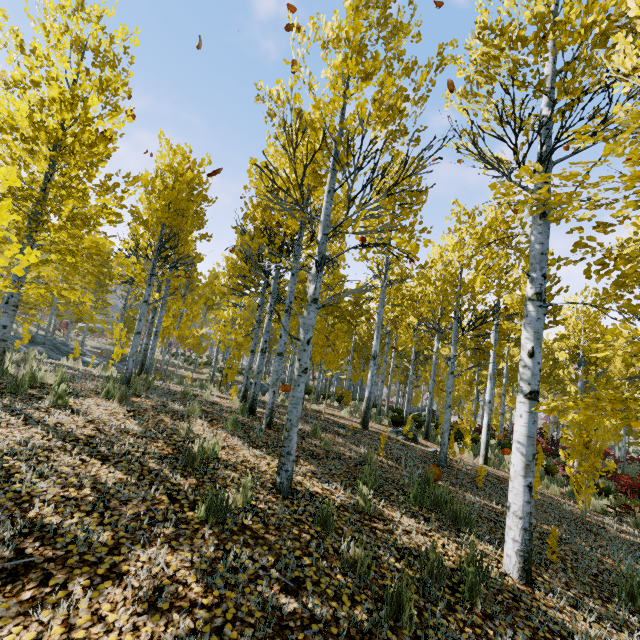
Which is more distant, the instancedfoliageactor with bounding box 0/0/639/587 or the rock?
the rock

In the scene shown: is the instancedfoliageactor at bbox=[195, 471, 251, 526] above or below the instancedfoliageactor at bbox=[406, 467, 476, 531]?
above

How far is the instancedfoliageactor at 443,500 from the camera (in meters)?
A: 4.73

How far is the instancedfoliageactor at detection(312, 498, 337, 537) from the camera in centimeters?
359cm

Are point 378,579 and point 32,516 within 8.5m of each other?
yes

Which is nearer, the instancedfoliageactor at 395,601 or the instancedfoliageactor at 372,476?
the instancedfoliageactor at 395,601

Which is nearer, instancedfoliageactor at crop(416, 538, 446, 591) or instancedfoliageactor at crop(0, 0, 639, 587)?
instancedfoliageactor at crop(416, 538, 446, 591)

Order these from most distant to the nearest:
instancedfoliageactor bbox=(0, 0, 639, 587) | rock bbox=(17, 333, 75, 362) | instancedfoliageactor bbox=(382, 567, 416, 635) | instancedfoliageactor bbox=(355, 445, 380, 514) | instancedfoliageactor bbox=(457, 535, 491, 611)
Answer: rock bbox=(17, 333, 75, 362)
instancedfoliageactor bbox=(355, 445, 380, 514)
instancedfoliageactor bbox=(0, 0, 639, 587)
instancedfoliageactor bbox=(457, 535, 491, 611)
instancedfoliageactor bbox=(382, 567, 416, 635)
